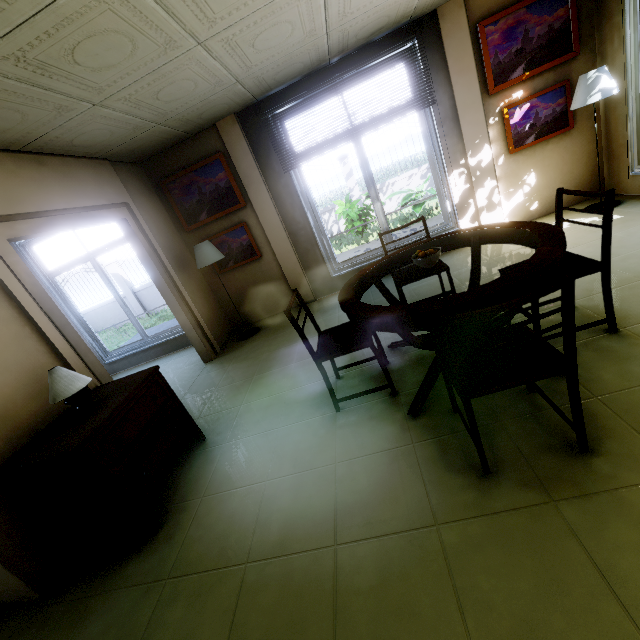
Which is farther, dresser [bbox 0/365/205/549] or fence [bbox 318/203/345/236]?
fence [bbox 318/203/345/236]

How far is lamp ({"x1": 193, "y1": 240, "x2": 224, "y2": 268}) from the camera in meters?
4.4 m

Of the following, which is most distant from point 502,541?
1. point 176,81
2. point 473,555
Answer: point 176,81

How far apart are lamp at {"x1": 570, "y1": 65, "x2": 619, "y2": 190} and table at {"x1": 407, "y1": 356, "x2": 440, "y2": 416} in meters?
2.5

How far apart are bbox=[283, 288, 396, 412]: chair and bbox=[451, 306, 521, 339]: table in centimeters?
18cm

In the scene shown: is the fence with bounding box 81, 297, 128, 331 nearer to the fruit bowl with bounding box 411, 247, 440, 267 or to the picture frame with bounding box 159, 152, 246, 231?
the picture frame with bounding box 159, 152, 246, 231

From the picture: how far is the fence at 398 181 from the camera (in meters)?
10.88

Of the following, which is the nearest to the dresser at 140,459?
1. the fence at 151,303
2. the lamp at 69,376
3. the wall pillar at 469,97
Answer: the lamp at 69,376
